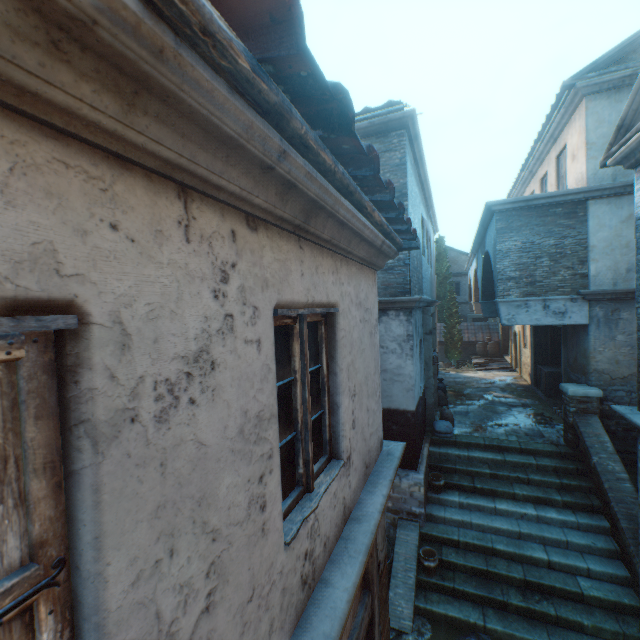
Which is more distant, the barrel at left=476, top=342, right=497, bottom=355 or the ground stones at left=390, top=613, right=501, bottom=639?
the barrel at left=476, top=342, right=497, bottom=355

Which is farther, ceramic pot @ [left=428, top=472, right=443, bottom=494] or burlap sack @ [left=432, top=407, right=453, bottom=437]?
burlap sack @ [left=432, top=407, right=453, bottom=437]

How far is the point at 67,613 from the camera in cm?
85

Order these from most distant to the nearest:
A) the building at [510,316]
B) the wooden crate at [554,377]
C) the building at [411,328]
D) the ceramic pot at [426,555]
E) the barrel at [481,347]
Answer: the barrel at [481,347] < the wooden crate at [554,377] < the building at [510,316] < the ceramic pot at [426,555] < the building at [411,328]

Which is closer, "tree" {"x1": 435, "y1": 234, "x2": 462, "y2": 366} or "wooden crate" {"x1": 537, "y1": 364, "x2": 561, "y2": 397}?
"wooden crate" {"x1": 537, "y1": 364, "x2": 561, "y2": 397}

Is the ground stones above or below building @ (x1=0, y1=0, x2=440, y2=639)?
below

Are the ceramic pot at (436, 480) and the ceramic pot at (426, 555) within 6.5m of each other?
yes

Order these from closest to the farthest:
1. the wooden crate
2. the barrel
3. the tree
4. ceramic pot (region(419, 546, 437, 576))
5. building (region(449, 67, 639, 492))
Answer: ceramic pot (region(419, 546, 437, 576))
building (region(449, 67, 639, 492))
the wooden crate
the barrel
the tree
